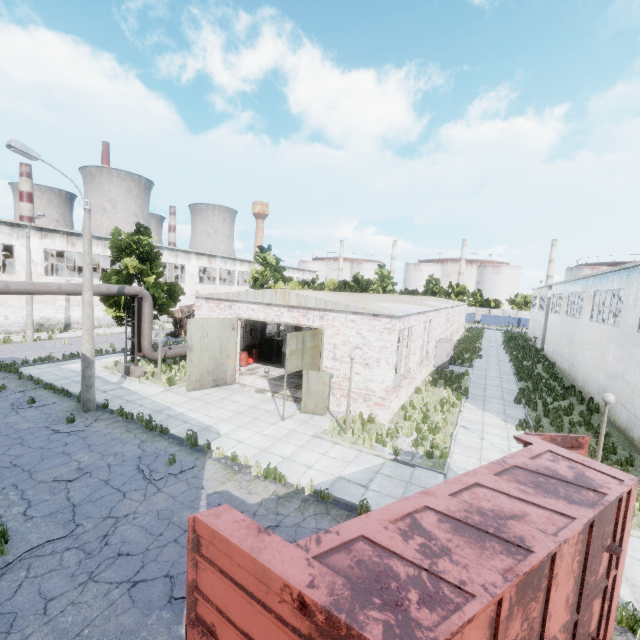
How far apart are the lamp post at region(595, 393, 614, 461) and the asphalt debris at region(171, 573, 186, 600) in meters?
10.0 m

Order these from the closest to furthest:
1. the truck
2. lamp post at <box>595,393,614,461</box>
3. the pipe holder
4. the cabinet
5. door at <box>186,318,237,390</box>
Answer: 1. lamp post at <box>595,393,614,461</box>
2. door at <box>186,318,237,390</box>
3. the pipe holder
4. the cabinet
5. the truck

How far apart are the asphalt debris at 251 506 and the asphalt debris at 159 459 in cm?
169

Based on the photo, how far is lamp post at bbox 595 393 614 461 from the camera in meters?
9.2 m

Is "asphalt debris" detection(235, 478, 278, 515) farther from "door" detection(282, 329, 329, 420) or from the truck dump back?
the truck dump back

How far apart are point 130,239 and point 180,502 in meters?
17.1

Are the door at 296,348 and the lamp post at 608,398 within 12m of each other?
yes

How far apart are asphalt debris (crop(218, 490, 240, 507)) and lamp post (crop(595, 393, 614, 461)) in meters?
9.2 m
